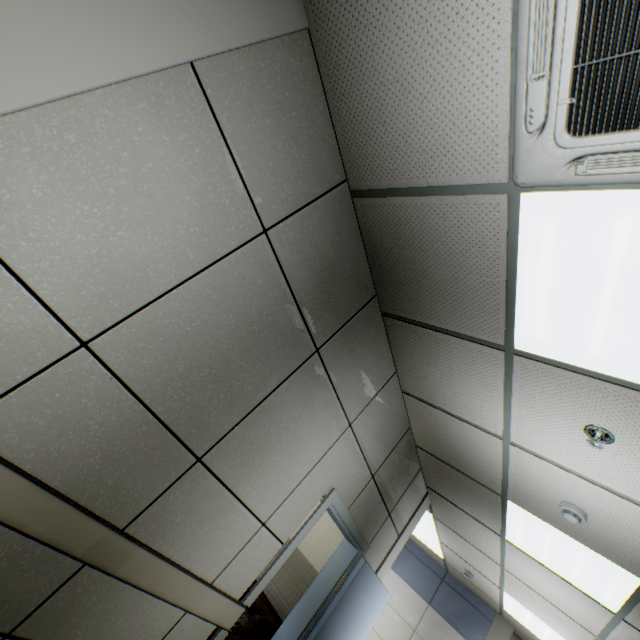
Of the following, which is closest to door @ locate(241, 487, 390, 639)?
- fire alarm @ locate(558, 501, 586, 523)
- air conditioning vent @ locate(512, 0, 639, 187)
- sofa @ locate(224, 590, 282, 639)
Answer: sofa @ locate(224, 590, 282, 639)

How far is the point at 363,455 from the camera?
3.09m

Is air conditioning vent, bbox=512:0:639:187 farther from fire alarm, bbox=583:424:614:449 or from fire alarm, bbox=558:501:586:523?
fire alarm, bbox=558:501:586:523

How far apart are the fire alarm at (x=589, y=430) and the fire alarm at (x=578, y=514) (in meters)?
0.96

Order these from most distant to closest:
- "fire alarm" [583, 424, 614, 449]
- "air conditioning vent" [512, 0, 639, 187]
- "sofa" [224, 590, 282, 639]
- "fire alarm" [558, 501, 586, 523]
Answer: "sofa" [224, 590, 282, 639] → "fire alarm" [558, 501, 586, 523] → "fire alarm" [583, 424, 614, 449] → "air conditioning vent" [512, 0, 639, 187]

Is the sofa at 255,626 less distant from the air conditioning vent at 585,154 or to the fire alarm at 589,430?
the fire alarm at 589,430

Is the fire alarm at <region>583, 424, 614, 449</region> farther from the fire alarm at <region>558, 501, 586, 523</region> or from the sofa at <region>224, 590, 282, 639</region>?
the sofa at <region>224, 590, 282, 639</region>
